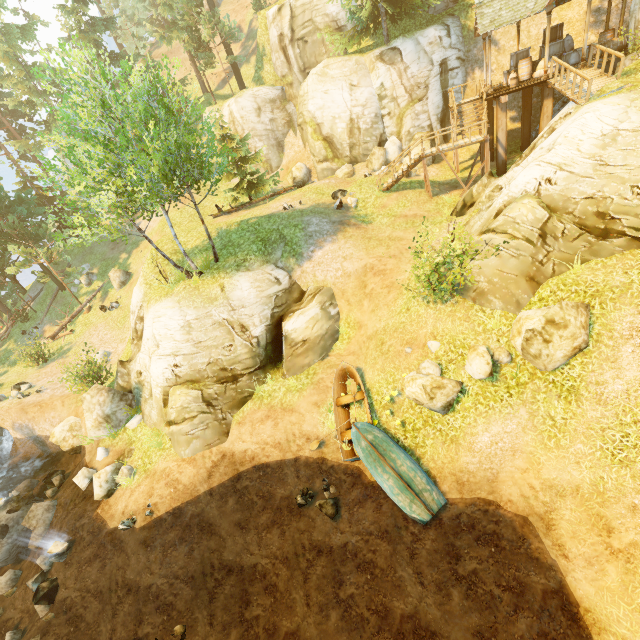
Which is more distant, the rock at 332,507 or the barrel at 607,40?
the barrel at 607,40

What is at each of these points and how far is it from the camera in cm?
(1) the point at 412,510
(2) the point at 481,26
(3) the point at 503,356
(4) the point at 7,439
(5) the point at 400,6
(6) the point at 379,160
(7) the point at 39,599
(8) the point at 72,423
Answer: (1) boat, 988
(2) building, 1777
(3) rock, 1005
(4) rock, 2175
(5) tree, 2202
(6) rock, 2398
(7) rock, 1213
(8) rock, 1798

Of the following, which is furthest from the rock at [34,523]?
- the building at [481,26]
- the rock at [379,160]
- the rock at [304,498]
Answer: the building at [481,26]

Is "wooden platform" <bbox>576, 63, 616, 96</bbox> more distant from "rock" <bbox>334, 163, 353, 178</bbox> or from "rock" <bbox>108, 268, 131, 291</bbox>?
"rock" <bbox>108, 268, 131, 291</bbox>

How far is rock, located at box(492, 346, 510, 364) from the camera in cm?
1005

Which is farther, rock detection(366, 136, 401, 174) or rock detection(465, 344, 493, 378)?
rock detection(366, 136, 401, 174)

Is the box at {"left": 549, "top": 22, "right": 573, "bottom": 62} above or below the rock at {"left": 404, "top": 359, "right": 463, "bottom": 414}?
above

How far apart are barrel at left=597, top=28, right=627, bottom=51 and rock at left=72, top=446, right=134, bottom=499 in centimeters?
3119cm
